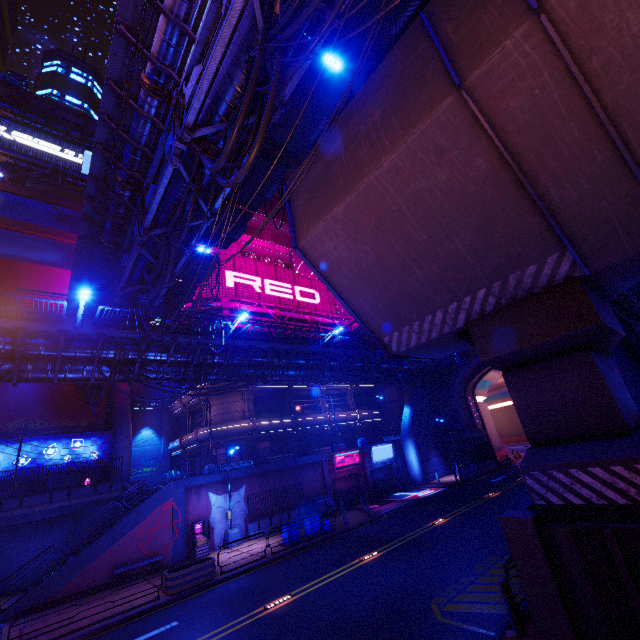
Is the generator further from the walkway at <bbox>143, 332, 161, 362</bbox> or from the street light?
the walkway at <bbox>143, 332, 161, 362</bbox>

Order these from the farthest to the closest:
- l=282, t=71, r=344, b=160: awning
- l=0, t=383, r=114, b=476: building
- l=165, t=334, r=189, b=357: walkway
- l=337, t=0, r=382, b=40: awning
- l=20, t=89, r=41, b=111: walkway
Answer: l=20, t=89, r=41, b=111: walkway → l=0, t=383, r=114, b=476: building → l=165, t=334, r=189, b=357: walkway → l=282, t=71, r=344, b=160: awning → l=337, t=0, r=382, b=40: awning

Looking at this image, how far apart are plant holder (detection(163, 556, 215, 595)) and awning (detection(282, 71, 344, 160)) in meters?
20.2 m

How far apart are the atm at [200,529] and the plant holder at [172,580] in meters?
4.4

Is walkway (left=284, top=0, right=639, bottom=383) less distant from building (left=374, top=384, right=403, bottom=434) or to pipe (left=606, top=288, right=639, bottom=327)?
pipe (left=606, top=288, right=639, bottom=327)

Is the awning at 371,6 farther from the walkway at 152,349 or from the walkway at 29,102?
the walkway at 29,102

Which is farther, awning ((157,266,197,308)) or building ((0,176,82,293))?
building ((0,176,82,293))

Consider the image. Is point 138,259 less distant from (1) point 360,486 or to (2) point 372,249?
(2) point 372,249
